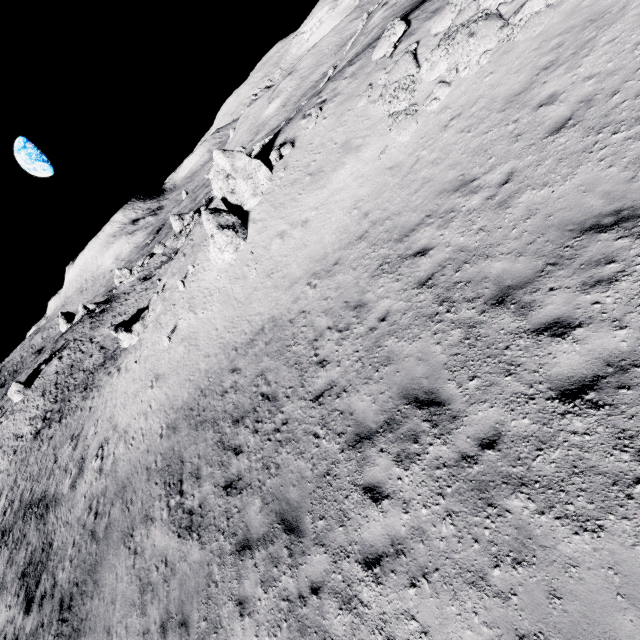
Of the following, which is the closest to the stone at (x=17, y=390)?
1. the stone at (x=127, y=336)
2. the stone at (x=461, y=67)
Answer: the stone at (x=127, y=336)

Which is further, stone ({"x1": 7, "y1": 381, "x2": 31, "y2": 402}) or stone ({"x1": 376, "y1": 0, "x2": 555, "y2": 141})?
stone ({"x1": 7, "y1": 381, "x2": 31, "y2": 402})

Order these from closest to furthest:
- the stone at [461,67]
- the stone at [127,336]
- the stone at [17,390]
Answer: the stone at [461,67] < the stone at [127,336] < the stone at [17,390]

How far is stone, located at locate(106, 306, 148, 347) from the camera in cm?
2884

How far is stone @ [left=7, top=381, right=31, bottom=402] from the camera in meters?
44.2

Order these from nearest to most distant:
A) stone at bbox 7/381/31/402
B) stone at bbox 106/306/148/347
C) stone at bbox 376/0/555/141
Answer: stone at bbox 376/0/555/141
stone at bbox 106/306/148/347
stone at bbox 7/381/31/402

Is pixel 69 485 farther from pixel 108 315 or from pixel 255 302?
pixel 108 315

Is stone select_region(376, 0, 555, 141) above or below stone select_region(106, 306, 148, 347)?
above
